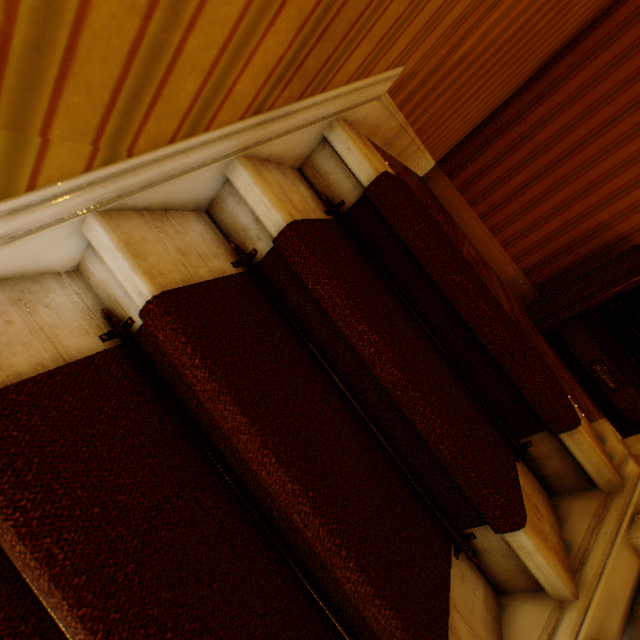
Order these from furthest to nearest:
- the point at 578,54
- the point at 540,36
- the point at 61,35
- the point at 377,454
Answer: the point at 578,54 < the point at 540,36 < the point at 377,454 < the point at 61,35

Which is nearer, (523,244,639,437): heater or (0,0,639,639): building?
(0,0,639,639): building

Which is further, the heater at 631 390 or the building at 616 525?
the heater at 631 390
